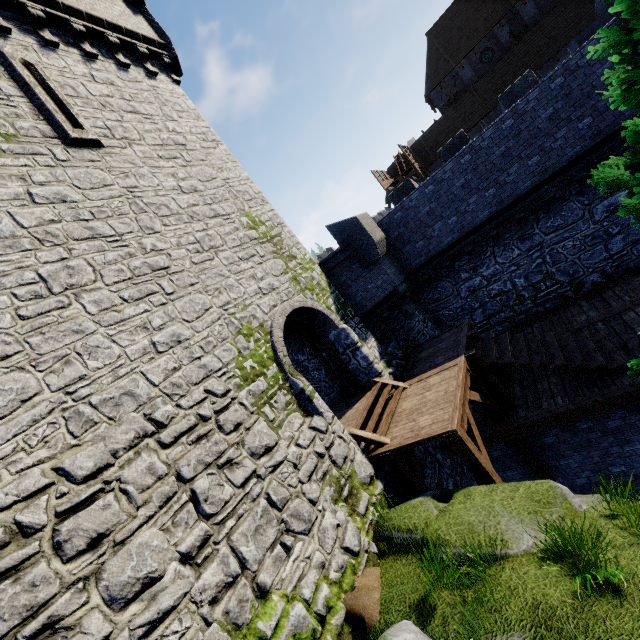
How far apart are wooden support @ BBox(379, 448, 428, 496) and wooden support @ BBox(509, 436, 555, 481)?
1.6m

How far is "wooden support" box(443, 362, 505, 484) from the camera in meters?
6.7 m

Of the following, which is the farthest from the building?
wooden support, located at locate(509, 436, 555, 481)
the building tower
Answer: wooden support, located at locate(509, 436, 555, 481)

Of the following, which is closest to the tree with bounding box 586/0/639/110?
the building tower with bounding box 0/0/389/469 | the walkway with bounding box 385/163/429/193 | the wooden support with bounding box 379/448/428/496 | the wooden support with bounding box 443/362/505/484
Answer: the building tower with bounding box 0/0/389/469

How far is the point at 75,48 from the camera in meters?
8.7

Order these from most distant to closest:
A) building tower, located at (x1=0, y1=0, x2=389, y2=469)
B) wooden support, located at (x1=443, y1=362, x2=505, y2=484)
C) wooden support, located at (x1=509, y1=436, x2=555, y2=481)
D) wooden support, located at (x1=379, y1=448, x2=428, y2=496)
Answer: wooden support, located at (x1=509, y1=436, x2=555, y2=481)
wooden support, located at (x1=379, y1=448, x2=428, y2=496)
wooden support, located at (x1=443, y1=362, x2=505, y2=484)
building tower, located at (x1=0, y1=0, x2=389, y2=469)

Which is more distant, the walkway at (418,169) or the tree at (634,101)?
the walkway at (418,169)

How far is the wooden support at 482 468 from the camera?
6.68m
